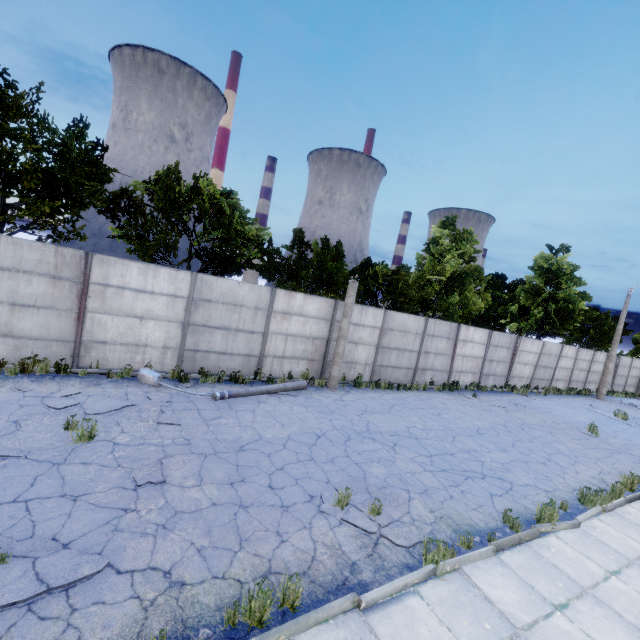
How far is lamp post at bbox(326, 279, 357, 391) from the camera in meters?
13.3 m

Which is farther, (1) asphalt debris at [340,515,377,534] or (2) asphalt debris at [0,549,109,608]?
(1) asphalt debris at [340,515,377,534]

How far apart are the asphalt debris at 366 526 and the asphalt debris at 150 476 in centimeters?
286cm

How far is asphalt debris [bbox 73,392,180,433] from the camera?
7.4 meters

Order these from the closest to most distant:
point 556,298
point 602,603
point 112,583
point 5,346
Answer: point 112,583
point 602,603
point 5,346
point 556,298

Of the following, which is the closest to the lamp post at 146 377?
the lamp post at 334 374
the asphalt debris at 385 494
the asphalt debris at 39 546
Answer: the lamp post at 334 374

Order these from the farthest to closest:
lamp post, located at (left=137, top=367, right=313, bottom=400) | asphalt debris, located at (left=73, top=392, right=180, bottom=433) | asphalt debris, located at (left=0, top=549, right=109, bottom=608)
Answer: lamp post, located at (left=137, top=367, right=313, bottom=400), asphalt debris, located at (left=73, top=392, right=180, bottom=433), asphalt debris, located at (left=0, top=549, right=109, bottom=608)

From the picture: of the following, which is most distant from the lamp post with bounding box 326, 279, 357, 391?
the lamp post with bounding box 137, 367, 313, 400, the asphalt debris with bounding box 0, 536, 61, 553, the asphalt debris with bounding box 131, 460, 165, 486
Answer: the asphalt debris with bounding box 0, 536, 61, 553
